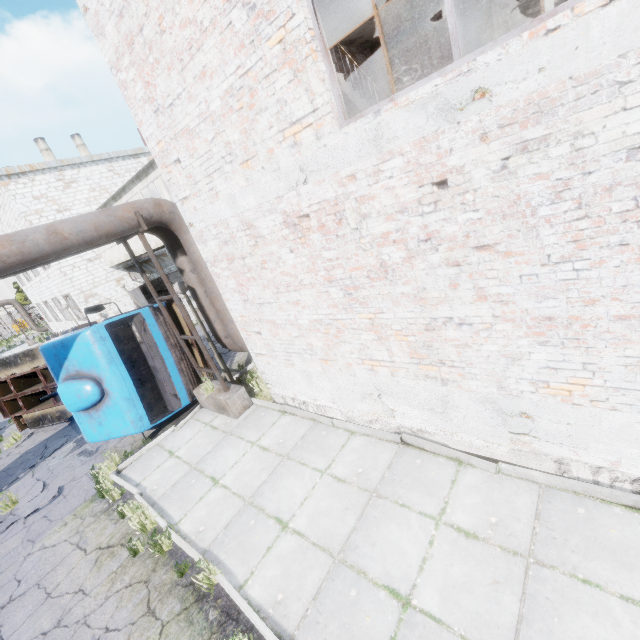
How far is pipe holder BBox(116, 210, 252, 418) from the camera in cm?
690

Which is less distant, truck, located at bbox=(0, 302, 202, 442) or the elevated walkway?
truck, located at bbox=(0, 302, 202, 442)

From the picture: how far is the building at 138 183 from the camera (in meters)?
13.17

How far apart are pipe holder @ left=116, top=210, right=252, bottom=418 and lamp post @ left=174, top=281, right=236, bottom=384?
0.2m

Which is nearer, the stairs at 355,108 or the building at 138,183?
the stairs at 355,108

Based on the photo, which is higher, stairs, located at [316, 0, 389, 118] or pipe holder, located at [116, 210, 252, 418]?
stairs, located at [316, 0, 389, 118]

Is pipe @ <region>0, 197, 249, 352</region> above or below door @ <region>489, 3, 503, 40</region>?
below

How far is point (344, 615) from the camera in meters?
3.6
